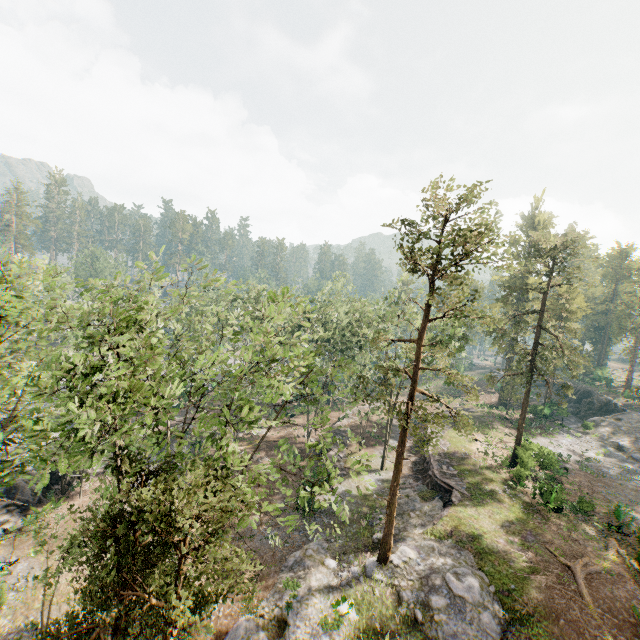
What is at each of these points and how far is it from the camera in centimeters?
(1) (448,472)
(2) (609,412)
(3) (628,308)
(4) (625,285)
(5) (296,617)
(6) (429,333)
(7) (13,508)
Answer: (1) ground embankment, 2989cm
(2) rock, 4825cm
(3) foliage, 5441cm
(4) foliage, 5488cm
(5) rock, 1778cm
(6) foliage, 2850cm
(7) rock, 2433cm

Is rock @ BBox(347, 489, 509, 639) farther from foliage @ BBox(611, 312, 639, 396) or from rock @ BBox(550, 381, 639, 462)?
rock @ BBox(550, 381, 639, 462)

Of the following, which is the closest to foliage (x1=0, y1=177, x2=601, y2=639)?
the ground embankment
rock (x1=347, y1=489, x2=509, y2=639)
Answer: rock (x1=347, y1=489, x2=509, y2=639)

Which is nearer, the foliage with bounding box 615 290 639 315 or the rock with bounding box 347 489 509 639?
the rock with bounding box 347 489 509 639

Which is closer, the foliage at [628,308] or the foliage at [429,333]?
the foliage at [429,333]

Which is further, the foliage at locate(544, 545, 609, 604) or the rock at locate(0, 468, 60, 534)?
the rock at locate(0, 468, 60, 534)

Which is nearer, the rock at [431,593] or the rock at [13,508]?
the rock at [431,593]

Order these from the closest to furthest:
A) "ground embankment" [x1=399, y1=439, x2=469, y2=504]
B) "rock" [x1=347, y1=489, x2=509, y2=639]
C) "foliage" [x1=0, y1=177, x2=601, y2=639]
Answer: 1. "foliage" [x1=0, y1=177, x2=601, y2=639]
2. "rock" [x1=347, y1=489, x2=509, y2=639]
3. "ground embankment" [x1=399, y1=439, x2=469, y2=504]
